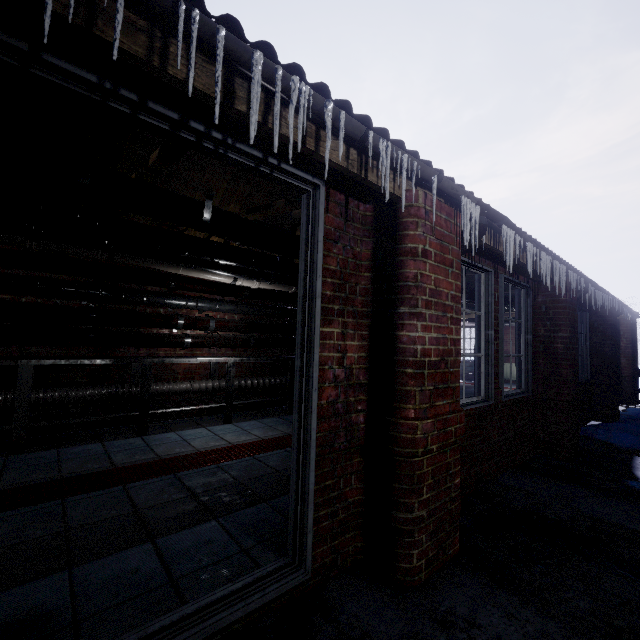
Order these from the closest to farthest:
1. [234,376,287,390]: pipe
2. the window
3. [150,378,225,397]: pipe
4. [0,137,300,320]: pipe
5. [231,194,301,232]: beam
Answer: [0,137,300,320]: pipe < [231,194,301,232]: beam < the window < [150,378,225,397]: pipe < [234,376,287,390]: pipe

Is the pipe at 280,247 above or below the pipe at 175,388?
above

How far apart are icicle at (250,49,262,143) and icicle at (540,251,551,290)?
2.9 meters

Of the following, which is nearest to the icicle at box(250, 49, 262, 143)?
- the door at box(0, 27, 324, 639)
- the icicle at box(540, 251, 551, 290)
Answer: the door at box(0, 27, 324, 639)

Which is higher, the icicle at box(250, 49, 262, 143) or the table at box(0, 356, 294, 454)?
the icicle at box(250, 49, 262, 143)

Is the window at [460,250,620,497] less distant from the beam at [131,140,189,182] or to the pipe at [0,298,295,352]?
the beam at [131,140,189,182]

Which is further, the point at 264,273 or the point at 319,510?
the point at 264,273

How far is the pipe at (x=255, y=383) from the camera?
4.7 meters
